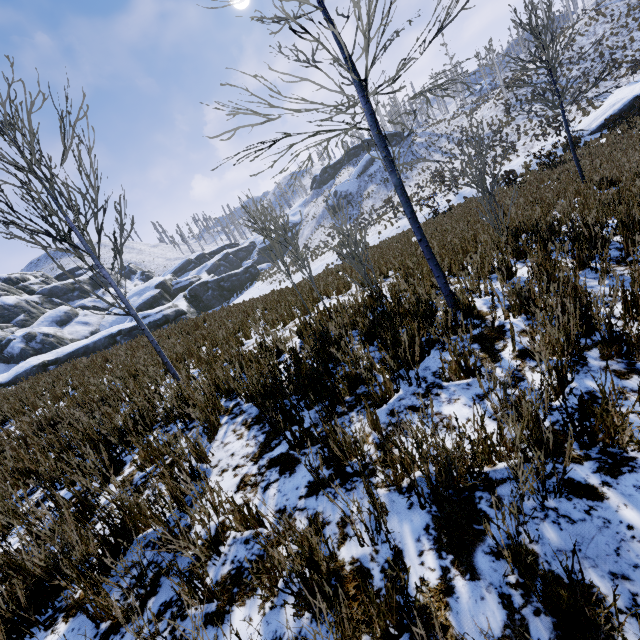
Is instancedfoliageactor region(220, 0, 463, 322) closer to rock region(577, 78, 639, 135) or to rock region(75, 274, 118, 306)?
rock region(75, 274, 118, 306)

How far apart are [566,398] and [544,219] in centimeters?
490cm

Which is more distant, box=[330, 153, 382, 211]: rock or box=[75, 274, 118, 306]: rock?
box=[75, 274, 118, 306]: rock

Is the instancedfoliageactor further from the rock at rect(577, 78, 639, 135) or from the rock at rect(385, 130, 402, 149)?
the rock at rect(385, 130, 402, 149)

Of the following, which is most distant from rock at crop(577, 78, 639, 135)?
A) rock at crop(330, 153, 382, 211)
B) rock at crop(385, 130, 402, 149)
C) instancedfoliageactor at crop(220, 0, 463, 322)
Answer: rock at crop(385, 130, 402, 149)

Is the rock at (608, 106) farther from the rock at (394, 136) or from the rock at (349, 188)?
the rock at (394, 136)

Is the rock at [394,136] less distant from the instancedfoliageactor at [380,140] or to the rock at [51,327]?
the rock at [51,327]
